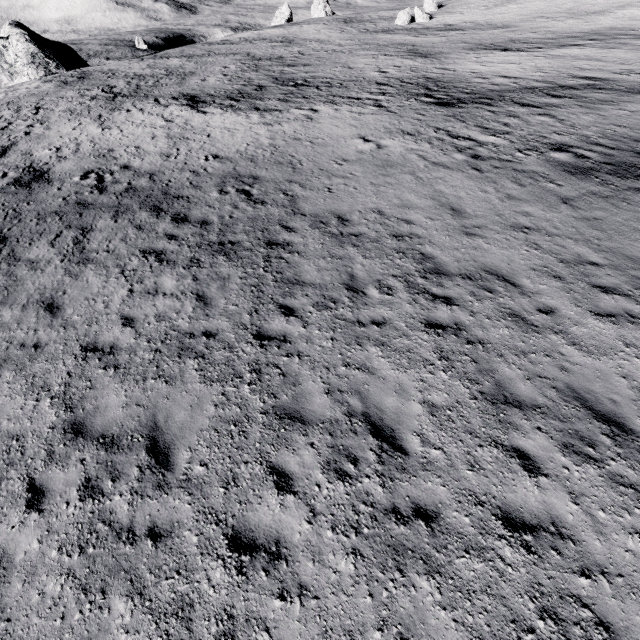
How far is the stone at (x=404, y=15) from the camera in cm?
5847

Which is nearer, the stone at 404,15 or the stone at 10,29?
the stone at 10,29

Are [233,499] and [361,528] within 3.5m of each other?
yes

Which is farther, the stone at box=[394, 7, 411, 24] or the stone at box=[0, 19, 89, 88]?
the stone at box=[394, 7, 411, 24]

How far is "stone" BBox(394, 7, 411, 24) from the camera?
58.5m
